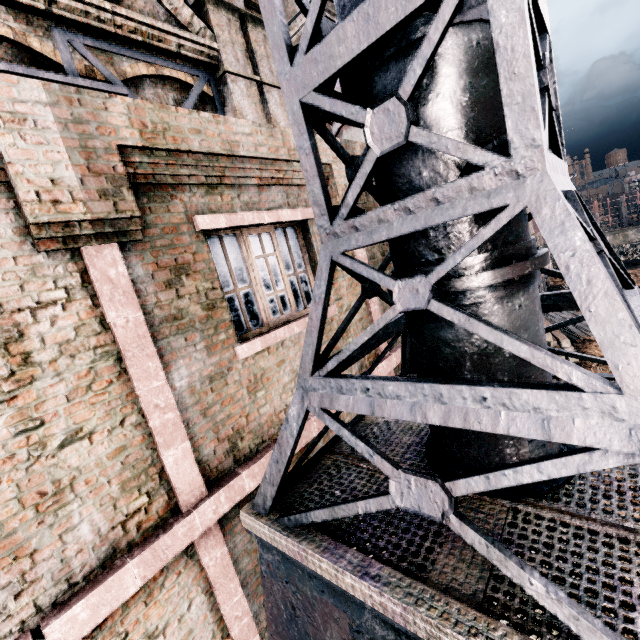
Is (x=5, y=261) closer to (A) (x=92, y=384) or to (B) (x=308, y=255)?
(A) (x=92, y=384)

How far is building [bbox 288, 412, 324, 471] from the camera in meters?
4.8

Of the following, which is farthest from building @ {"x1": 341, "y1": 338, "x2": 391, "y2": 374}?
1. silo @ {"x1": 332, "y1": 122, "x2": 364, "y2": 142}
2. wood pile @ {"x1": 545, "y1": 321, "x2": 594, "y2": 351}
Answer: wood pile @ {"x1": 545, "y1": 321, "x2": 594, "y2": 351}

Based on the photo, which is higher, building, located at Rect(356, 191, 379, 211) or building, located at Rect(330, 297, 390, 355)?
building, located at Rect(356, 191, 379, 211)

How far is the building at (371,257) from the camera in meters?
6.5

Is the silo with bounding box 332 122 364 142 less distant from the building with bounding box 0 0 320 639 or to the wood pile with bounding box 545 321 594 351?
the building with bounding box 0 0 320 639

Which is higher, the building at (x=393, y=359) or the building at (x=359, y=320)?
the building at (x=359, y=320)
